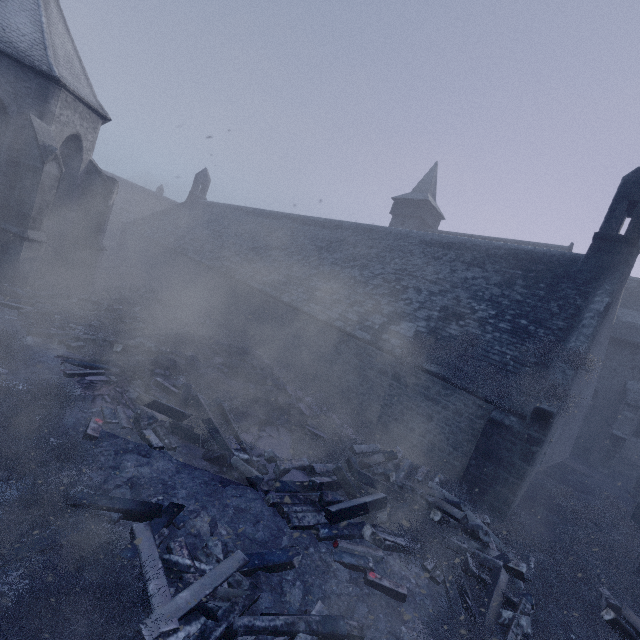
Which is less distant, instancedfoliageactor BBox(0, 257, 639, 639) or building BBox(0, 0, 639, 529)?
instancedfoliageactor BBox(0, 257, 639, 639)

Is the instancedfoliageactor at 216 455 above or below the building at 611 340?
below

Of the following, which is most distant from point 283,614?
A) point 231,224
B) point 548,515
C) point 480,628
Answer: point 231,224

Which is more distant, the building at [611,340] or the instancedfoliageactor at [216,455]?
the building at [611,340]

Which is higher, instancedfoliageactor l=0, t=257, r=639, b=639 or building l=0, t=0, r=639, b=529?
building l=0, t=0, r=639, b=529
